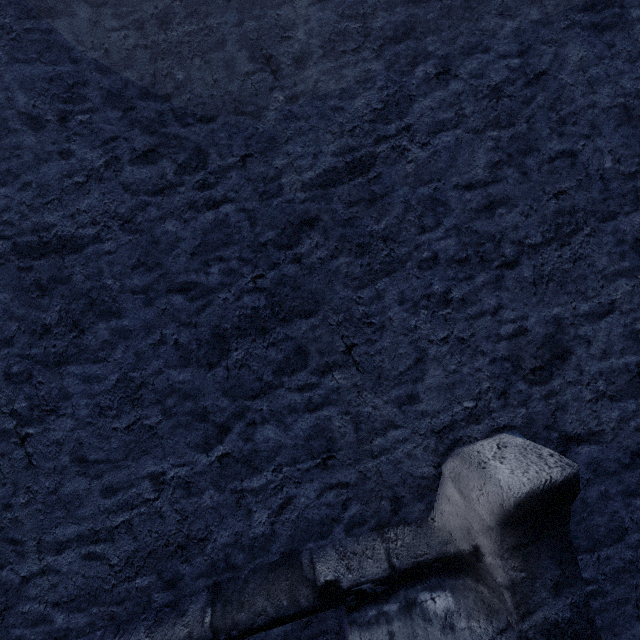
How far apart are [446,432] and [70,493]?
2.1m
